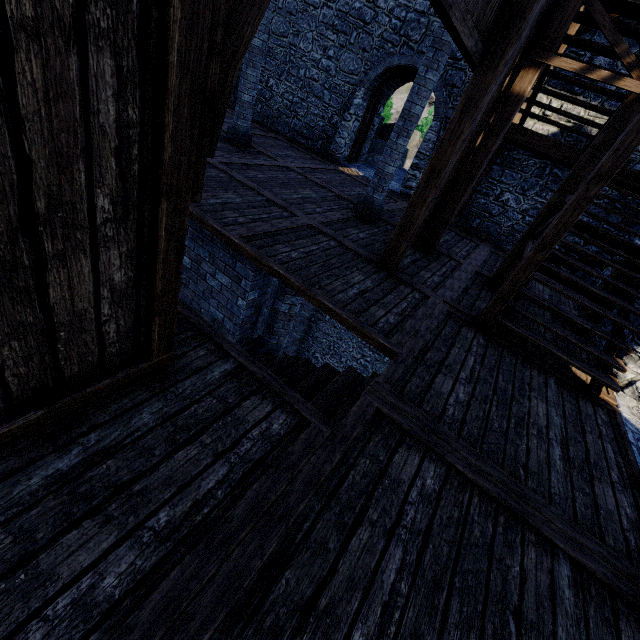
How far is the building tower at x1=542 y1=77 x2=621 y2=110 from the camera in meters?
8.6 m

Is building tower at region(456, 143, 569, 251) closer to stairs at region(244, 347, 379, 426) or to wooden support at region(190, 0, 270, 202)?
stairs at region(244, 347, 379, 426)

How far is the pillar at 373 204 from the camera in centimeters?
616cm

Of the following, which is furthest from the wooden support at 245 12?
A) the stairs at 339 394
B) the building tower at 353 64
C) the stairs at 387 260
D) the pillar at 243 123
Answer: the pillar at 243 123

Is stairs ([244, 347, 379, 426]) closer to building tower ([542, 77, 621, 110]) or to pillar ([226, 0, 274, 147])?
building tower ([542, 77, 621, 110])

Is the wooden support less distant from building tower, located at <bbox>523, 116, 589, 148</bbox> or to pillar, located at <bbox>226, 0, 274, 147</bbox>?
building tower, located at <bbox>523, 116, 589, 148</bbox>

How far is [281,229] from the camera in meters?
5.6 m
